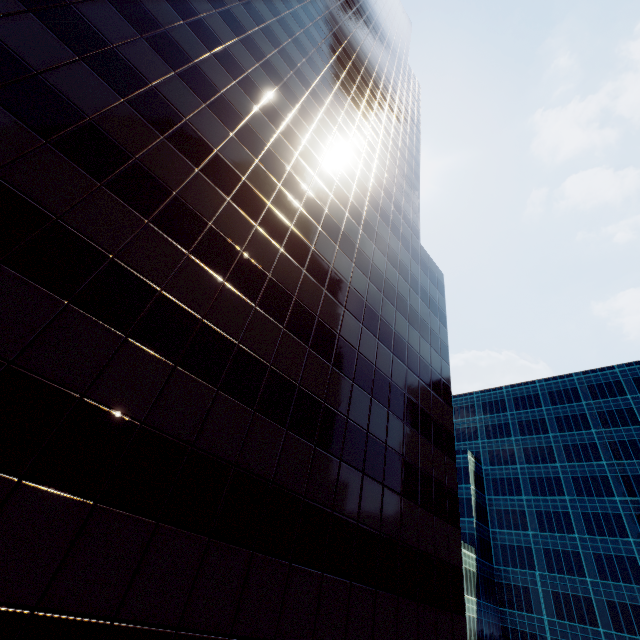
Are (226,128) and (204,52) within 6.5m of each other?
yes

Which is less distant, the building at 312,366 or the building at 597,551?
the building at 312,366

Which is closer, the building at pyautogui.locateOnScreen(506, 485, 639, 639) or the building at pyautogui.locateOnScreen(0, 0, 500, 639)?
the building at pyautogui.locateOnScreen(0, 0, 500, 639)
